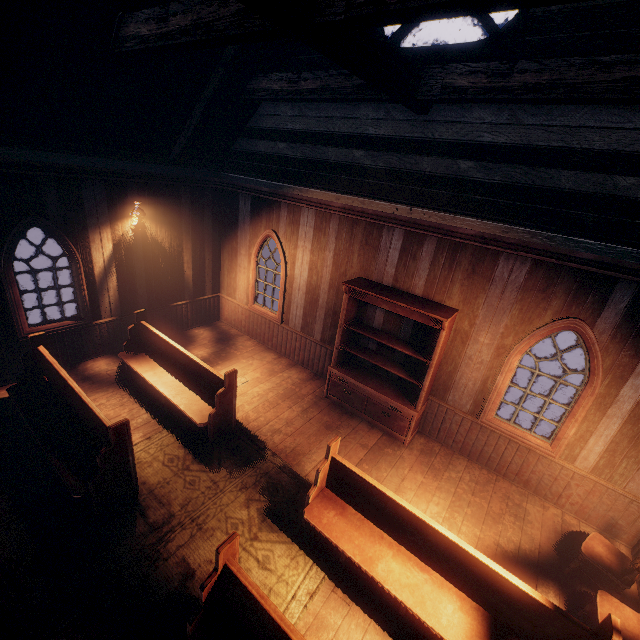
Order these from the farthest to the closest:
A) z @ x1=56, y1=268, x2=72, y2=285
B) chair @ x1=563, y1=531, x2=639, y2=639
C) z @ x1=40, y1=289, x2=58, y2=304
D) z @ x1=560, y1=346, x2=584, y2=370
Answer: z @ x1=560, y1=346, x2=584, y2=370 < z @ x1=56, y1=268, x2=72, y2=285 < z @ x1=40, y1=289, x2=58, y2=304 < chair @ x1=563, y1=531, x2=639, y2=639

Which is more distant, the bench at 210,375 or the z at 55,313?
the z at 55,313

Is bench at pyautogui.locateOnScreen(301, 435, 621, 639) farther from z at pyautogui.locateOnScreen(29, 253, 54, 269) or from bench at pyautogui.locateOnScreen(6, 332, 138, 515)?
z at pyautogui.locateOnScreen(29, 253, 54, 269)

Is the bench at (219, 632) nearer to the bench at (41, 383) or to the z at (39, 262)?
the bench at (41, 383)

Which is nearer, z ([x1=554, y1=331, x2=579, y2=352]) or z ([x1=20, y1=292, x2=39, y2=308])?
z ([x1=20, y1=292, x2=39, y2=308])

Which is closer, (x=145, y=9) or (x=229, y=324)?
(x=145, y=9)

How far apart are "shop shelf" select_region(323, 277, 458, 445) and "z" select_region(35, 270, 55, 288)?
9.37m
